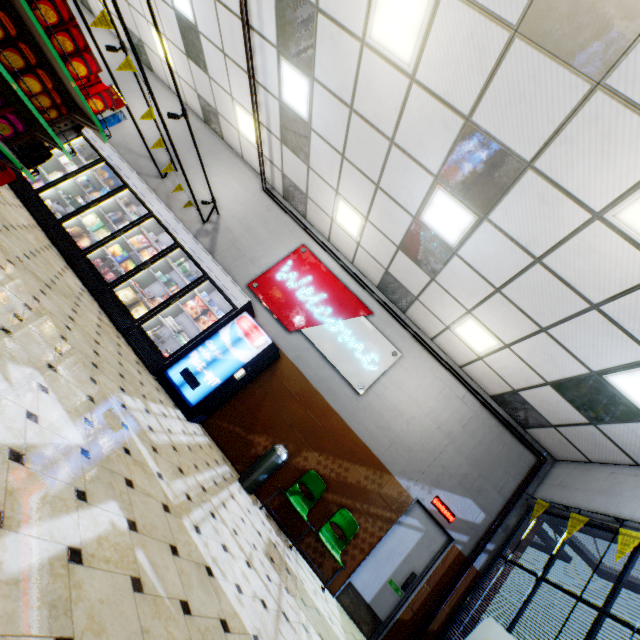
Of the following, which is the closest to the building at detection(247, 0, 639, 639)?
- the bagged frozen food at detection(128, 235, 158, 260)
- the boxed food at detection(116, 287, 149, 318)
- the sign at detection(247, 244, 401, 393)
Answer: the sign at detection(247, 244, 401, 393)

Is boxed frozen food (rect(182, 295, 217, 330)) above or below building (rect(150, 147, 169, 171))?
below

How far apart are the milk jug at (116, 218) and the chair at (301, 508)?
6.3 meters

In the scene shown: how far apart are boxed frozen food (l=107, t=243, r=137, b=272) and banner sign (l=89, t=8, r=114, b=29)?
3.87m

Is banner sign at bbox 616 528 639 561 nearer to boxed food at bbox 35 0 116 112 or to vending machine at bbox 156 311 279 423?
vending machine at bbox 156 311 279 423

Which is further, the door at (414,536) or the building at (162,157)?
the building at (162,157)

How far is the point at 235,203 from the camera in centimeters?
850cm

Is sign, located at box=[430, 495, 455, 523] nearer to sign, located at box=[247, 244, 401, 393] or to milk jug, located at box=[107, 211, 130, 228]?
sign, located at box=[247, 244, 401, 393]
